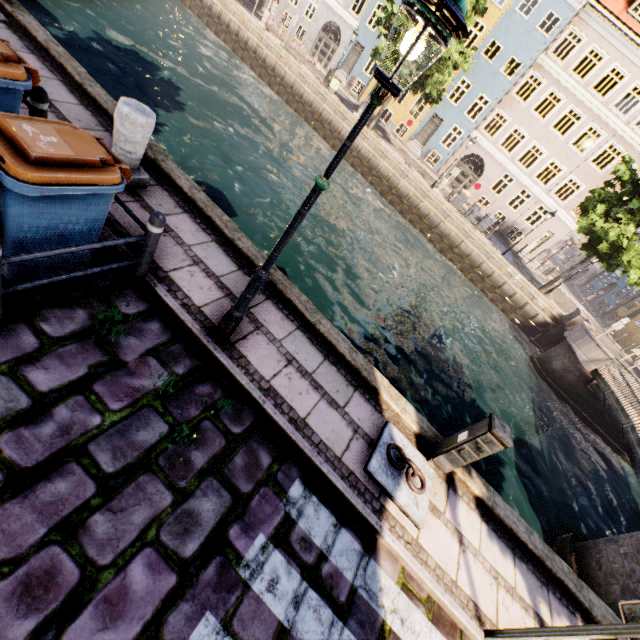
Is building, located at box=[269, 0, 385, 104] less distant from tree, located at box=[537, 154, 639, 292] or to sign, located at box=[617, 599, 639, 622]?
tree, located at box=[537, 154, 639, 292]

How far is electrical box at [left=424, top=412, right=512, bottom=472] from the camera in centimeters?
410cm

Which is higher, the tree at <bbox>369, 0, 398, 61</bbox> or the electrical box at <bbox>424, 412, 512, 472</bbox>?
the tree at <bbox>369, 0, 398, 61</bbox>

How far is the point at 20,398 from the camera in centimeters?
268cm

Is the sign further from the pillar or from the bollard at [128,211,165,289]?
the pillar

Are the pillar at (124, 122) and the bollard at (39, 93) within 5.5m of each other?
yes

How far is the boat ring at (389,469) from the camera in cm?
406

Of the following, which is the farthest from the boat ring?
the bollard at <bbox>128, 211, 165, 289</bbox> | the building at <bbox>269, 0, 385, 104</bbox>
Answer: the building at <bbox>269, 0, 385, 104</bbox>
